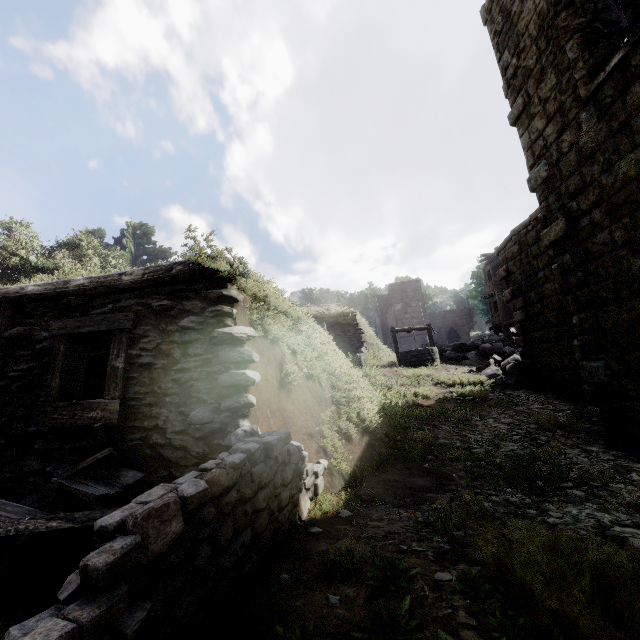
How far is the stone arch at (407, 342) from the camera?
32.94m

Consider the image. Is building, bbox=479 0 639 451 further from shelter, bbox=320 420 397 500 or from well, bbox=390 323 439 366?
well, bbox=390 323 439 366

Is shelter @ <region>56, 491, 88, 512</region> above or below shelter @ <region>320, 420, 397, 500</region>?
above

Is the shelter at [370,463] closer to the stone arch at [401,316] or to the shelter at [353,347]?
the shelter at [353,347]

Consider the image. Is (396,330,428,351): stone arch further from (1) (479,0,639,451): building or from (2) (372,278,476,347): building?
(1) (479,0,639,451): building

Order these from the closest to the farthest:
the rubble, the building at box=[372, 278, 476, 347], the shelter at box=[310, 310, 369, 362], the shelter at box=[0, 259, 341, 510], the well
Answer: the shelter at box=[0, 259, 341, 510]
the rubble
the well
the shelter at box=[310, 310, 369, 362]
the building at box=[372, 278, 476, 347]

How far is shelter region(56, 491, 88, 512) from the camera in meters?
3.6

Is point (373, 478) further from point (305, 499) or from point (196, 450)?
point (196, 450)
